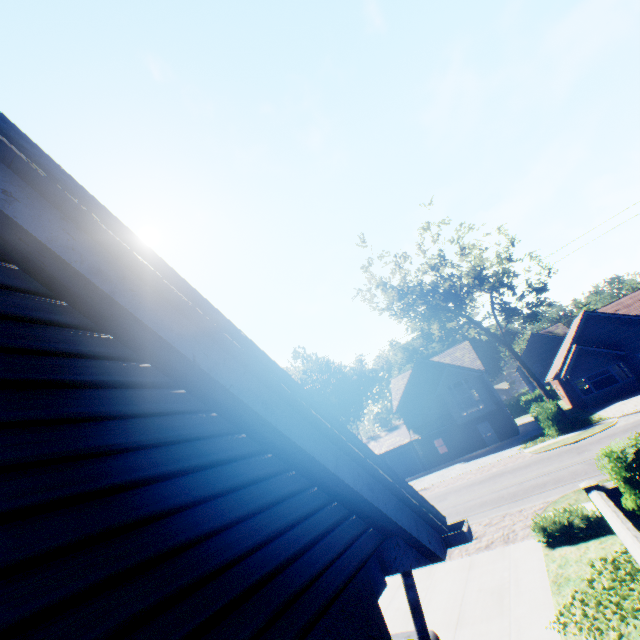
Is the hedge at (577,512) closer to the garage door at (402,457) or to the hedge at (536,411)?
the hedge at (536,411)

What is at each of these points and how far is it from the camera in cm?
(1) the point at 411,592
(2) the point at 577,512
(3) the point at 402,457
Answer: (1) drain pipe, 283
(2) hedge, 912
(3) garage door, 3691

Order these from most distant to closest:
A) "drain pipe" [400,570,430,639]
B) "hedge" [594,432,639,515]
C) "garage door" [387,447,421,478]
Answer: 1. "garage door" [387,447,421,478]
2. "hedge" [594,432,639,515]
3. "drain pipe" [400,570,430,639]

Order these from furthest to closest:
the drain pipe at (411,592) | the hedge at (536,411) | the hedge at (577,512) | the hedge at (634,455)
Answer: the hedge at (536,411), the hedge at (577,512), the hedge at (634,455), the drain pipe at (411,592)

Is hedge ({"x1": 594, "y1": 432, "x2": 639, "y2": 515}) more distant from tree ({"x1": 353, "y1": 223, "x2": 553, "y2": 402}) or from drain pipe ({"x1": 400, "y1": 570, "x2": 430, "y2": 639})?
tree ({"x1": 353, "y1": 223, "x2": 553, "y2": 402})

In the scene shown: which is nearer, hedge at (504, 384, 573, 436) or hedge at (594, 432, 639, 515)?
hedge at (594, 432, 639, 515)

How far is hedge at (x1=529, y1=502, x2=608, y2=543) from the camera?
8.9m

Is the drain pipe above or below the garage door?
above
